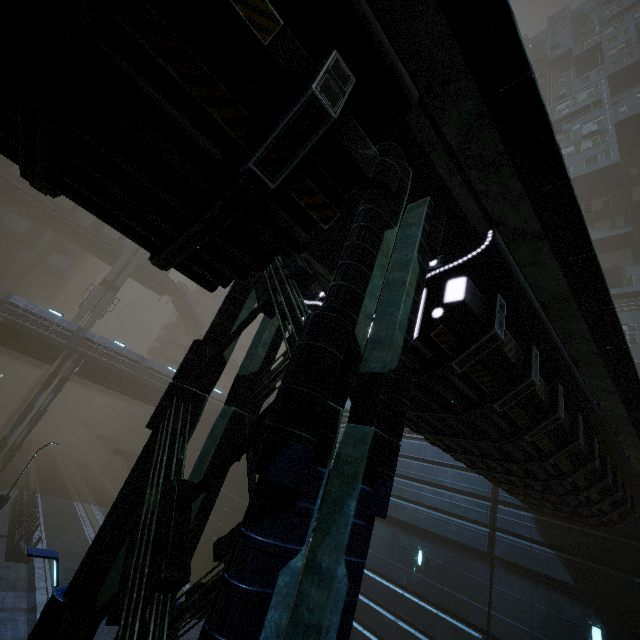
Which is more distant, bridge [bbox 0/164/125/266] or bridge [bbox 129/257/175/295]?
bridge [bbox 129/257/175/295]

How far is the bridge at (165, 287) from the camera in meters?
45.7

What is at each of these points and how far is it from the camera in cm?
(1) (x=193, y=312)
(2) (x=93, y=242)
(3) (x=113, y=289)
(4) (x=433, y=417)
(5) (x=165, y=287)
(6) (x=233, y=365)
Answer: (1) stairs, 4912
(2) bridge, 4228
(3) sm, 4084
(4) building, 571
(5) bridge, 4766
(6) stairs, 5328

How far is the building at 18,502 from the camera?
17.2 meters

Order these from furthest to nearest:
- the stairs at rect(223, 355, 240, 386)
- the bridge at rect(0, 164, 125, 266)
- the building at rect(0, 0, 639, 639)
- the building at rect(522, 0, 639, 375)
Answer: the stairs at rect(223, 355, 240, 386) < the bridge at rect(0, 164, 125, 266) < the building at rect(522, 0, 639, 375) < the building at rect(0, 0, 639, 639)

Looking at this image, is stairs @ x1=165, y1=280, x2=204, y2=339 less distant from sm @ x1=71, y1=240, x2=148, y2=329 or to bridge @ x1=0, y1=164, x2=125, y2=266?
bridge @ x1=0, y1=164, x2=125, y2=266

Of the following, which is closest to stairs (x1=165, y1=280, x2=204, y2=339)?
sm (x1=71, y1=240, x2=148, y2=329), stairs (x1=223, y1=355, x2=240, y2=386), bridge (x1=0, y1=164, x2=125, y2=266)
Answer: bridge (x1=0, y1=164, x2=125, y2=266)

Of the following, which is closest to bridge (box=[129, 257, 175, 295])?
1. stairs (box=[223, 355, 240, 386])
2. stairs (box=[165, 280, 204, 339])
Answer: stairs (box=[165, 280, 204, 339])
